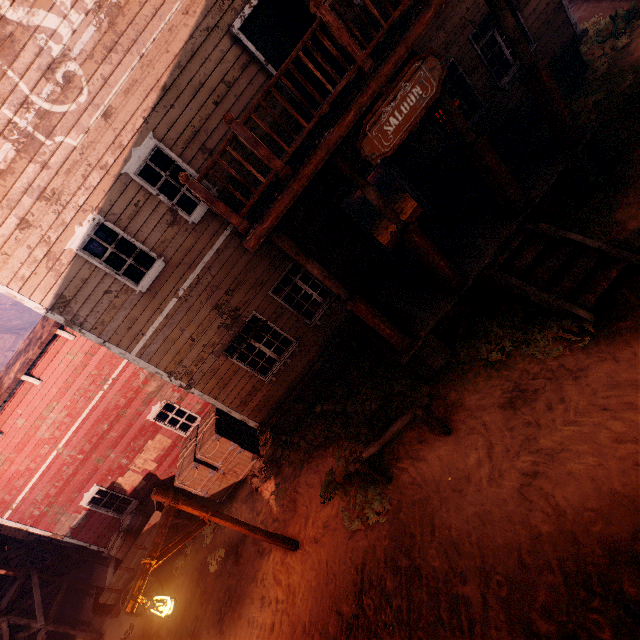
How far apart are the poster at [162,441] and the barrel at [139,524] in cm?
121

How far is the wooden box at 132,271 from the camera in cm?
808

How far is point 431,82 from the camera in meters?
4.8 m

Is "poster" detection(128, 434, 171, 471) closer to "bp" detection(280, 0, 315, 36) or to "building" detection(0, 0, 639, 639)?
"building" detection(0, 0, 639, 639)

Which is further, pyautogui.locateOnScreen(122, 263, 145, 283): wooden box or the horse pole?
pyautogui.locateOnScreen(122, 263, 145, 283): wooden box

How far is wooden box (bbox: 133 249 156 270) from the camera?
7.7m

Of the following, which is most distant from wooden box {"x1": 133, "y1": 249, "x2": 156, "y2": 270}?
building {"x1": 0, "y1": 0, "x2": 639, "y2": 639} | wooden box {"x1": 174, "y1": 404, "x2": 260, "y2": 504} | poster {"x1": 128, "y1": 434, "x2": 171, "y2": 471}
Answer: poster {"x1": 128, "y1": 434, "x2": 171, "y2": 471}

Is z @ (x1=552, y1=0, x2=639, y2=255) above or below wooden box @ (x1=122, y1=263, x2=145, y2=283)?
below
